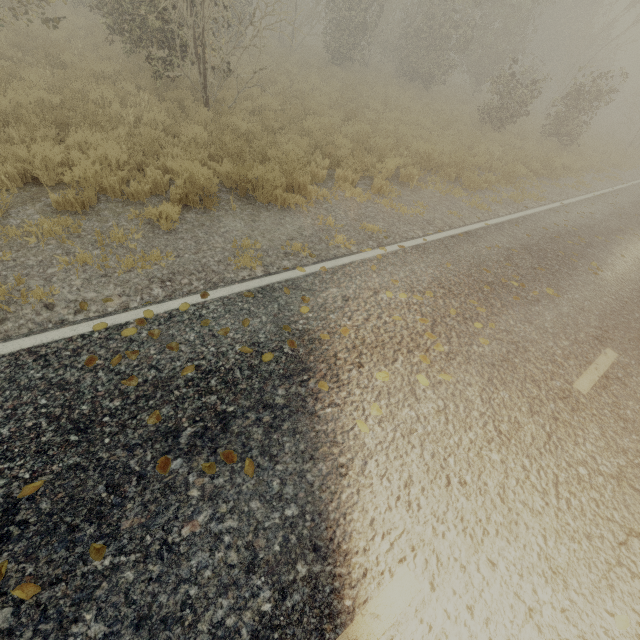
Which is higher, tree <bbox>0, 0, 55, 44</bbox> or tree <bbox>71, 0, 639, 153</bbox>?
tree <bbox>71, 0, 639, 153</bbox>

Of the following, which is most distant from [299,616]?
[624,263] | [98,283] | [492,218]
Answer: [624,263]

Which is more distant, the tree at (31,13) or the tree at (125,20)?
the tree at (125,20)

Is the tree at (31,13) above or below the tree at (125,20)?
below

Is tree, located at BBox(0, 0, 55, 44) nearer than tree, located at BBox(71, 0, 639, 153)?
Yes
